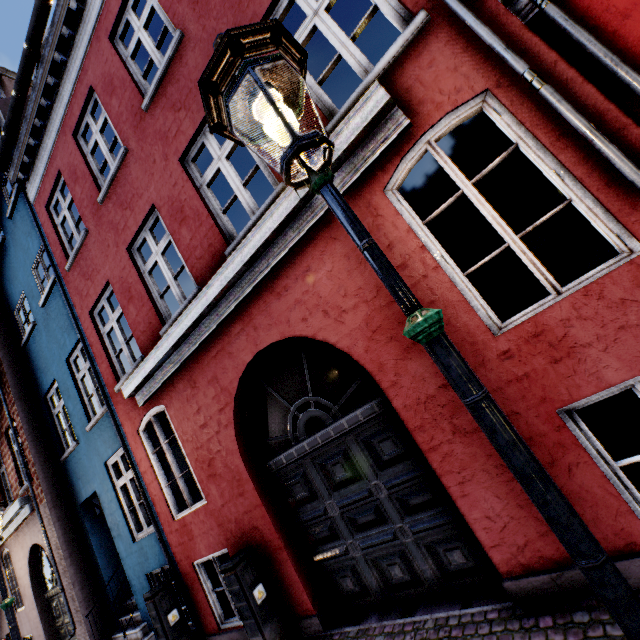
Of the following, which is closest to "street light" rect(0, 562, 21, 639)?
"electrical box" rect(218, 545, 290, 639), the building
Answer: the building

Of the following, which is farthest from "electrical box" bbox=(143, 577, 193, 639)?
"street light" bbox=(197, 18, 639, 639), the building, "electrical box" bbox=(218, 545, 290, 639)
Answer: "electrical box" bbox=(218, 545, 290, 639)

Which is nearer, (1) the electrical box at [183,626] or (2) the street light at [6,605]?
(2) the street light at [6,605]

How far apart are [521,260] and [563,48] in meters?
6.4

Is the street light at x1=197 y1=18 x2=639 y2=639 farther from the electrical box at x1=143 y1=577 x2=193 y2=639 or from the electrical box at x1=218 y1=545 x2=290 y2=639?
the electrical box at x1=218 y1=545 x2=290 y2=639

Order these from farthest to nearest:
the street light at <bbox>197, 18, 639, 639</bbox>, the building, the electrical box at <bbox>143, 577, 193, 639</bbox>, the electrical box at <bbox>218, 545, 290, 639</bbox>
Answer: the electrical box at <bbox>143, 577, 193, 639</bbox>, the electrical box at <bbox>218, 545, 290, 639</bbox>, the building, the street light at <bbox>197, 18, 639, 639</bbox>

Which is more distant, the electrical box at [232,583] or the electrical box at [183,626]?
the electrical box at [183,626]
